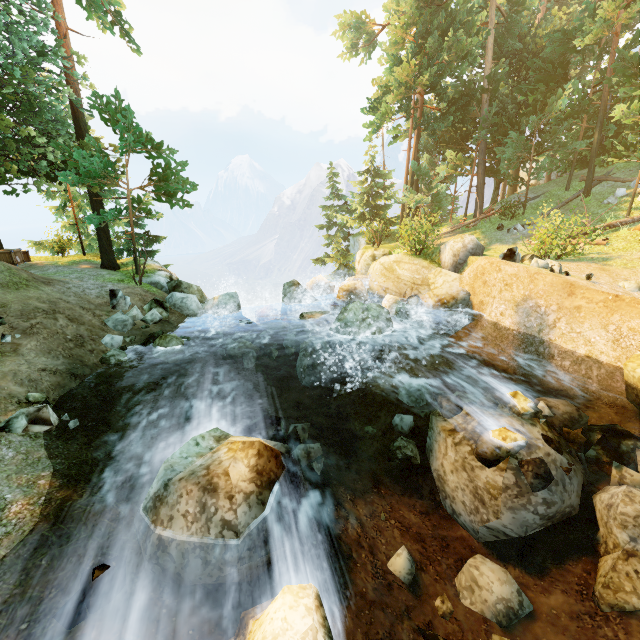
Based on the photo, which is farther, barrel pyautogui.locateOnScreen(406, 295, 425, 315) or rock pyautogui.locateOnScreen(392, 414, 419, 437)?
barrel pyautogui.locateOnScreen(406, 295, 425, 315)

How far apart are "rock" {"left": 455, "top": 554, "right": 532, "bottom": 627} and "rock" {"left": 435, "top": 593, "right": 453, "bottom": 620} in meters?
0.2 m

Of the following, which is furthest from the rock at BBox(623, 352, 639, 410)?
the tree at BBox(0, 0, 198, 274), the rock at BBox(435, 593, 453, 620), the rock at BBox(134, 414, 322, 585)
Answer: the tree at BBox(0, 0, 198, 274)

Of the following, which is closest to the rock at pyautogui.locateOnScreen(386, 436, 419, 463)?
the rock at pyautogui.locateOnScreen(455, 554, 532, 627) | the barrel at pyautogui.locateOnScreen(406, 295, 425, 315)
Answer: the rock at pyautogui.locateOnScreen(455, 554, 532, 627)

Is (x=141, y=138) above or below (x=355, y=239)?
above

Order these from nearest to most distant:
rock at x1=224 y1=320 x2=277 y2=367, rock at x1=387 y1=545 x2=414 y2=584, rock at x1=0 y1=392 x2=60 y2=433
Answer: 1. rock at x1=387 y1=545 x2=414 y2=584
2. rock at x1=0 y1=392 x2=60 y2=433
3. rock at x1=224 y1=320 x2=277 y2=367

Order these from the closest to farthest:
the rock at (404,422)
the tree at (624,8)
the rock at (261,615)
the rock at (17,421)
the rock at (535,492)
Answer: the rock at (261,615)
the rock at (535,492)
the rock at (17,421)
the rock at (404,422)
the tree at (624,8)

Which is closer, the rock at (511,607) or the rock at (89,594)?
the rock at (89,594)
